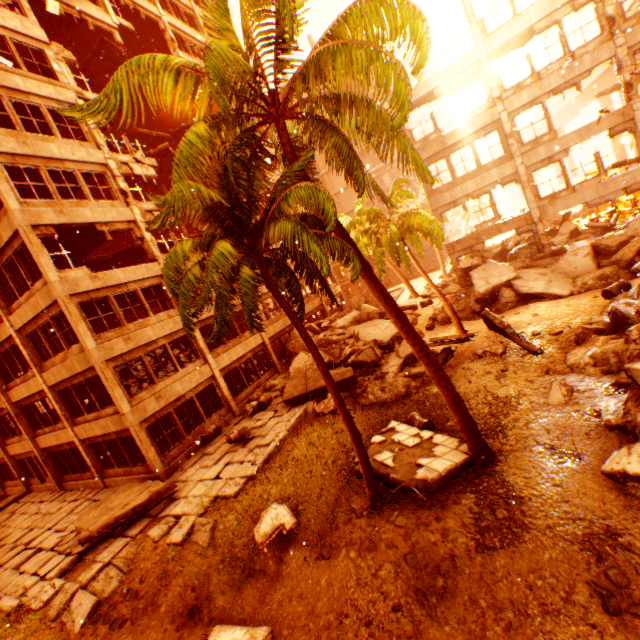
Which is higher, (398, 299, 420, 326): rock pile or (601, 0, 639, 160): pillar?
(601, 0, 639, 160): pillar

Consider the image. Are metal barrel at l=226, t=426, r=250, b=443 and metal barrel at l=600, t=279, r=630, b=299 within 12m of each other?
no

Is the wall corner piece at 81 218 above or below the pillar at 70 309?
above

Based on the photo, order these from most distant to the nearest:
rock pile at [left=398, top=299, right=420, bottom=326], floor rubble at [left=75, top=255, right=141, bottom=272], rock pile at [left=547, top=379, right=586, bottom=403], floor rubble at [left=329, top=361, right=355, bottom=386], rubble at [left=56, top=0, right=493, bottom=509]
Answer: rock pile at [left=398, top=299, right=420, bottom=326] < floor rubble at [left=75, top=255, right=141, bottom=272] < floor rubble at [left=329, top=361, right=355, bottom=386] < rock pile at [left=547, top=379, right=586, bottom=403] < rubble at [left=56, top=0, right=493, bottom=509]

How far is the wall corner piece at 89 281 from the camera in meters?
12.9

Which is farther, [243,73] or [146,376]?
[146,376]

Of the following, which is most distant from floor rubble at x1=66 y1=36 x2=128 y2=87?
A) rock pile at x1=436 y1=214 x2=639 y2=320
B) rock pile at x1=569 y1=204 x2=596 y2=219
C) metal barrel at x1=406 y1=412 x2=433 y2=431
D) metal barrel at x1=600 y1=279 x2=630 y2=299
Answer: rock pile at x1=569 y1=204 x2=596 y2=219

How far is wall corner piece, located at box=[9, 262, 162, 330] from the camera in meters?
12.9 m
